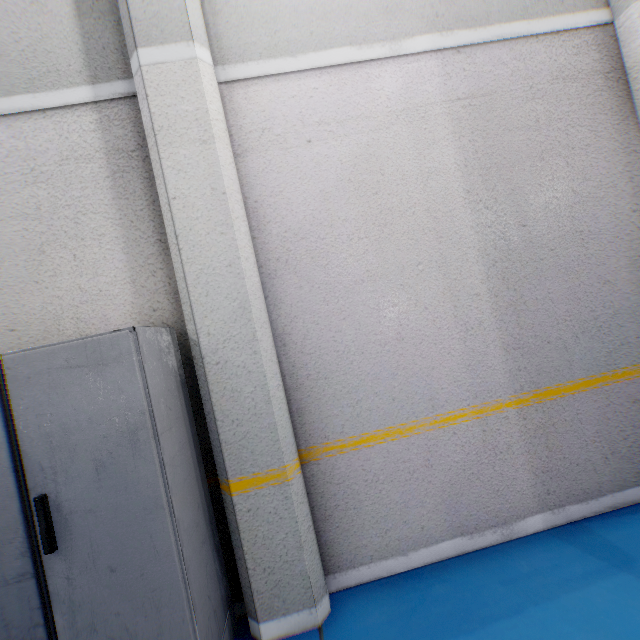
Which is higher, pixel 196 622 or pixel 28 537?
pixel 28 537

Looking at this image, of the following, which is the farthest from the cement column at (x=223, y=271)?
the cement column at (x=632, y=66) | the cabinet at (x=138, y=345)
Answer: the cement column at (x=632, y=66)

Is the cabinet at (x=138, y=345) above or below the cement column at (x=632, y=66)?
below

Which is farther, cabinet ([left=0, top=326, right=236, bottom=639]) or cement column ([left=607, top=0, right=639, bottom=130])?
cement column ([left=607, top=0, right=639, bottom=130])

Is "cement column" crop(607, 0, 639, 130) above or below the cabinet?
above

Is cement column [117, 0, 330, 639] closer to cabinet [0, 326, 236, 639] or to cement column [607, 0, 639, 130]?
cabinet [0, 326, 236, 639]
